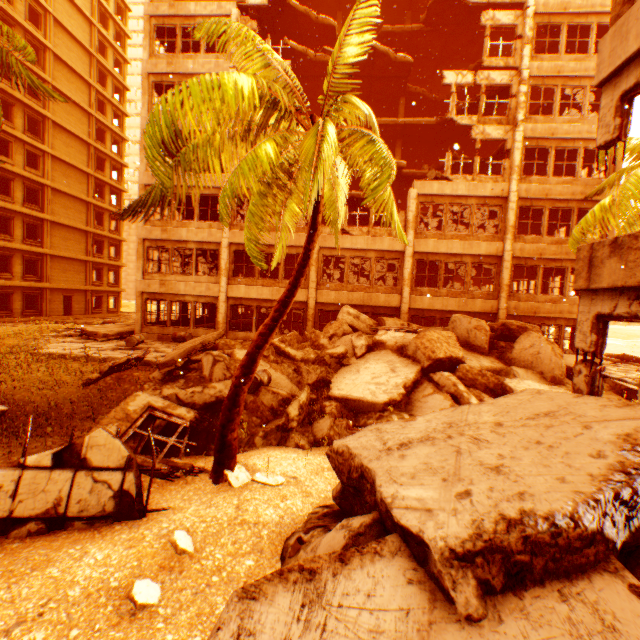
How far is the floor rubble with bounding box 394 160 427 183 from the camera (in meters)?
20.39

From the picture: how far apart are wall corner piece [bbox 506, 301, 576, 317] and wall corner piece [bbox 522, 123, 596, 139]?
8.21m

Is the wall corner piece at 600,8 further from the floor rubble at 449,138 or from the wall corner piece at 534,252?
the wall corner piece at 534,252

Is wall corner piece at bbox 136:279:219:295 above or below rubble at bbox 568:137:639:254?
below

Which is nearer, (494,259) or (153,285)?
(494,259)

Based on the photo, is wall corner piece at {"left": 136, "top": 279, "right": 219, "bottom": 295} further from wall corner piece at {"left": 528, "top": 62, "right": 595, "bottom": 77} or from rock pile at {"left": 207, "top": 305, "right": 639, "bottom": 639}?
wall corner piece at {"left": 528, "top": 62, "right": 595, "bottom": 77}

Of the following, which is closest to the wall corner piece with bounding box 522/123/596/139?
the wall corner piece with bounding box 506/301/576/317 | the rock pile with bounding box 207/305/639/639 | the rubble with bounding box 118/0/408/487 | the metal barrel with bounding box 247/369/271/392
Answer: the rubble with bounding box 118/0/408/487

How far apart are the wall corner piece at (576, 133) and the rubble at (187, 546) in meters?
20.9
